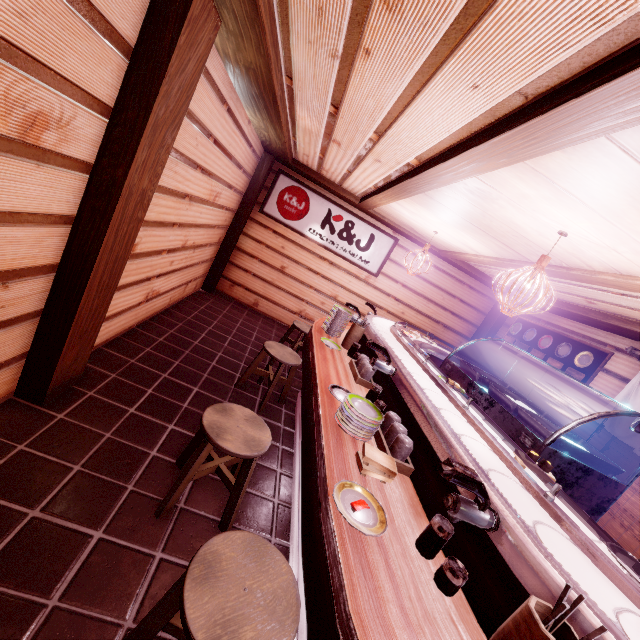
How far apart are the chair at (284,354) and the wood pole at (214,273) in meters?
5.3 m

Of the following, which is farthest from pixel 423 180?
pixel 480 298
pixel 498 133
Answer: pixel 480 298

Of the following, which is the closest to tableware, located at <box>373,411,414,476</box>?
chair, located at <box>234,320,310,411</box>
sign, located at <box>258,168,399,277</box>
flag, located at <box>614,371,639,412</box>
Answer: chair, located at <box>234,320,310,411</box>

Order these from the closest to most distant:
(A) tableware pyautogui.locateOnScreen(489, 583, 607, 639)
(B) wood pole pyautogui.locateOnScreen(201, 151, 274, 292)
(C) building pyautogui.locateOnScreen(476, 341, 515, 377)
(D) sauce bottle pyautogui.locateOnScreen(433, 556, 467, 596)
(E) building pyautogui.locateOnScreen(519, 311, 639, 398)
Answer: (A) tableware pyautogui.locateOnScreen(489, 583, 607, 639)
(D) sauce bottle pyautogui.locateOnScreen(433, 556, 467, 596)
(E) building pyautogui.locateOnScreen(519, 311, 639, 398)
(B) wood pole pyautogui.locateOnScreen(201, 151, 274, 292)
(C) building pyautogui.locateOnScreen(476, 341, 515, 377)

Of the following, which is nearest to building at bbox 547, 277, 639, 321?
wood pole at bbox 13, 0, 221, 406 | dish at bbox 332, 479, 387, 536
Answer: dish at bbox 332, 479, 387, 536

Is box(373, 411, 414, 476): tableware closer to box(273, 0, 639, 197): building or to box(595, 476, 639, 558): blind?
box(273, 0, 639, 197): building

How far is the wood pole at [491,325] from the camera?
12.5m

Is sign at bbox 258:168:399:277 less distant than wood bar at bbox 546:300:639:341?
No
